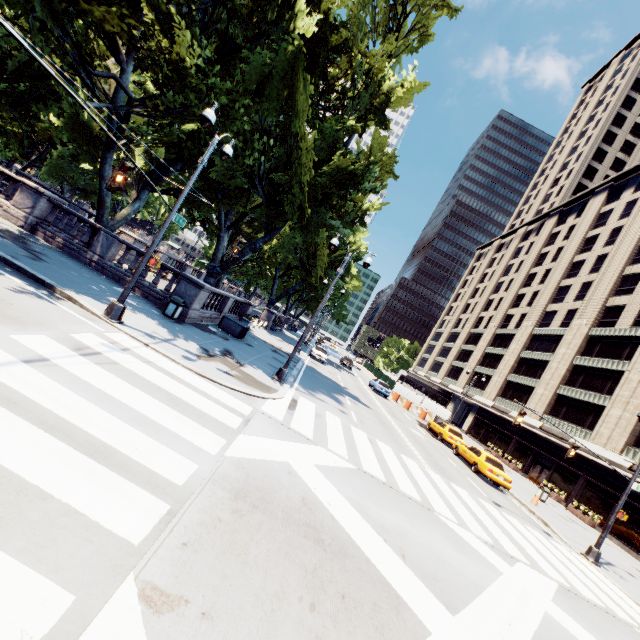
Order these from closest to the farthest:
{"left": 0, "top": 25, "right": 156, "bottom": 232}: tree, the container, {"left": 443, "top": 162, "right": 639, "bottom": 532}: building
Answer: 1. {"left": 0, "top": 25, "right": 156, "bottom": 232}: tree
2. the container
3. {"left": 443, "top": 162, "right": 639, "bottom": 532}: building

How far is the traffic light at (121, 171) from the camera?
7.6 meters

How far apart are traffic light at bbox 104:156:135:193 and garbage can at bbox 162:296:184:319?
7.28m

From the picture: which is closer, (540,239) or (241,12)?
(241,12)

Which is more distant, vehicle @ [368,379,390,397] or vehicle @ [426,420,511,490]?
vehicle @ [368,379,390,397]

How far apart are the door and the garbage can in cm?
3758

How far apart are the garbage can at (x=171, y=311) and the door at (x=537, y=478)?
37.58m

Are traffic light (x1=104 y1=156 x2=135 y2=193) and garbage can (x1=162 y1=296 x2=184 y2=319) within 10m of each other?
yes
